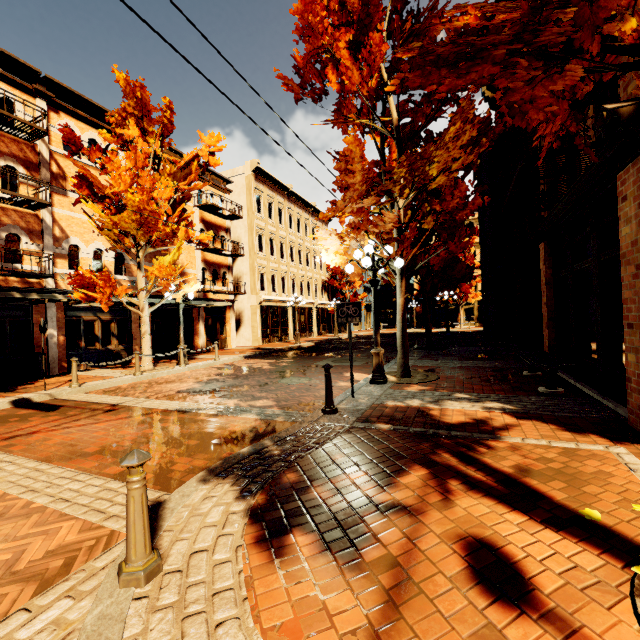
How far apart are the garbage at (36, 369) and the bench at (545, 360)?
15.6 meters

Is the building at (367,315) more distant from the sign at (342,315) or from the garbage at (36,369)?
the sign at (342,315)

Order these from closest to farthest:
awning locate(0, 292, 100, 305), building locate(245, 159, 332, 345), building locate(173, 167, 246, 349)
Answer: awning locate(0, 292, 100, 305), building locate(173, 167, 246, 349), building locate(245, 159, 332, 345)

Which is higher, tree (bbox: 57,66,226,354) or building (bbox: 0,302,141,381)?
→ tree (bbox: 57,66,226,354)

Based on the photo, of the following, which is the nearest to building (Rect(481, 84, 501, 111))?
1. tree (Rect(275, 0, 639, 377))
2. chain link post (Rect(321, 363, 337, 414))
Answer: tree (Rect(275, 0, 639, 377))

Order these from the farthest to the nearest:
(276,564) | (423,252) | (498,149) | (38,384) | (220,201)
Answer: (220,201)
(498,149)
(38,384)
(423,252)
(276,564)

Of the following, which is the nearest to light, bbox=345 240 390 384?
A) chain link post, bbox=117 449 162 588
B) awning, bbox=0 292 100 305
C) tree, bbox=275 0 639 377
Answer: tree, bbox=275 0 639 377

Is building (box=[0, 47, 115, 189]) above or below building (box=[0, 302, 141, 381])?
above
